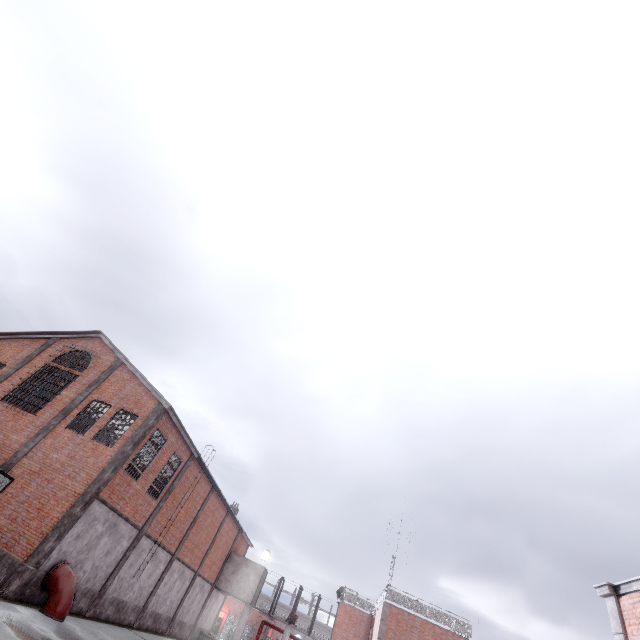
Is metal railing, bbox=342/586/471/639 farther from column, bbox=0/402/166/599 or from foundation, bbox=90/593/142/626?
column, bbox=0/402/166/599

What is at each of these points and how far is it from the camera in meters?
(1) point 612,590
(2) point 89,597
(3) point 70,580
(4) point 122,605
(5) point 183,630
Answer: (1) trim, 9.7 m
(2) foundation, 16.4 m
(3) pipe, 13.8 m
(4) foundation, 19.0 m
(5) foundation, 27.3 m

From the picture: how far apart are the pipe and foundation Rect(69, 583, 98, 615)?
0.05m

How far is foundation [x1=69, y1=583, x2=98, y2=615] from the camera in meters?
15.5 m

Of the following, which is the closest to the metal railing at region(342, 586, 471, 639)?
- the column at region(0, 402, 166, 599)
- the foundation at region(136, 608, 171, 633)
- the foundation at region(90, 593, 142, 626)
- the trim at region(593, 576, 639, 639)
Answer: the foundation at region(136, 608, 171, 633)

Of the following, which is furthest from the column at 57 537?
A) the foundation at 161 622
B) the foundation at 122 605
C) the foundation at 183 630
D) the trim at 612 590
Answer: the trim at 612 590

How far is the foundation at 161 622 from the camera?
21.39m
